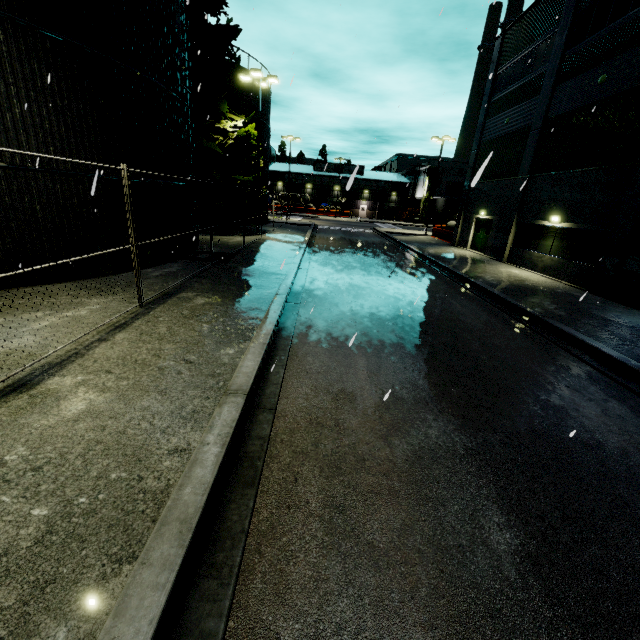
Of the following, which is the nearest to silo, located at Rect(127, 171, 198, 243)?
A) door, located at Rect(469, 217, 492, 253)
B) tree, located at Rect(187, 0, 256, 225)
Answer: tree, located at Rect(187, 0, 256, 225)

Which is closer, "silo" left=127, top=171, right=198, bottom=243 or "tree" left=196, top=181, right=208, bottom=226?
"silo" left=127, top=171, right=198, bottom=243

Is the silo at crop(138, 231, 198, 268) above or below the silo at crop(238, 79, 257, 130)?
below

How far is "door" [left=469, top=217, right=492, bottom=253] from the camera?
23.52m

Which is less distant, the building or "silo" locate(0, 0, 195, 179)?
"silo" locate(0, 0, 195, 179)

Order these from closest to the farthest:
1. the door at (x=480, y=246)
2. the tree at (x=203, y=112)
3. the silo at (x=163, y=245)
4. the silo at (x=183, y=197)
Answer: the silo at (x=183, y=197)
the silo at (x=163, y=245)
the tree at (x=203, y=112)
the door at (x=480, y=246)

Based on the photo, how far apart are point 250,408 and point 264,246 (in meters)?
16.11

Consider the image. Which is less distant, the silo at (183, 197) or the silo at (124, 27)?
the silo at (124, 27)
